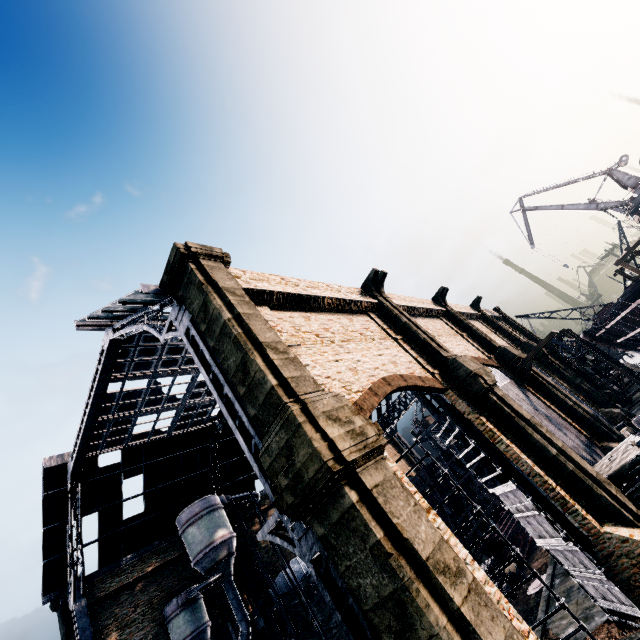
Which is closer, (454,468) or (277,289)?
(277,289)

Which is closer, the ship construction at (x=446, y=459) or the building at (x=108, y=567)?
the building at (x=108, y=567)

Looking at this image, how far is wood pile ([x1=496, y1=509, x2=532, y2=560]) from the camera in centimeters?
2619cm

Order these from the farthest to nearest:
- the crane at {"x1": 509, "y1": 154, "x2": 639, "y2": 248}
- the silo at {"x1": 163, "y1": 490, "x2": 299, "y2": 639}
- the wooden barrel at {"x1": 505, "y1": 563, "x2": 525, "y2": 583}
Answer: the crane at {"x1": 509, "y1": 154, "x2": 639, "y2": 248}, the silo at {"x1": 163, "y1": 490, "x2": 299, "y2": 639}, the wooden barrel at {"x1": 505, "y1": 563, "x2": 525, "y2": 583}

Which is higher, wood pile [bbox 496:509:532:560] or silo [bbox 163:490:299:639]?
silo [bbox 163:490:299:639]

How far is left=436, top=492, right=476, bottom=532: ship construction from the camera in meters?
26.4 m

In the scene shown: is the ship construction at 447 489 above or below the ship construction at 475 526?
above

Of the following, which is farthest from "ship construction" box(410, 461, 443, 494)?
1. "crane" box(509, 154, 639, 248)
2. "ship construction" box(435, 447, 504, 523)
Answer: "crane" box(509, 154, 639, 248)
